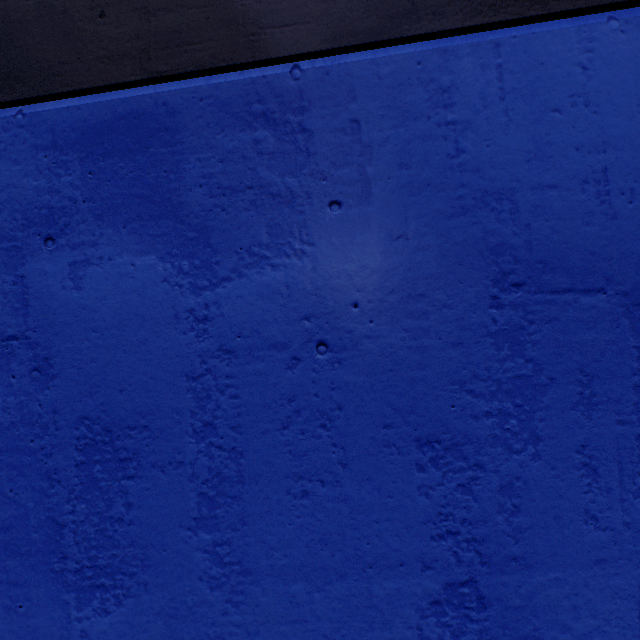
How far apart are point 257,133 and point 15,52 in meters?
1.0 m
